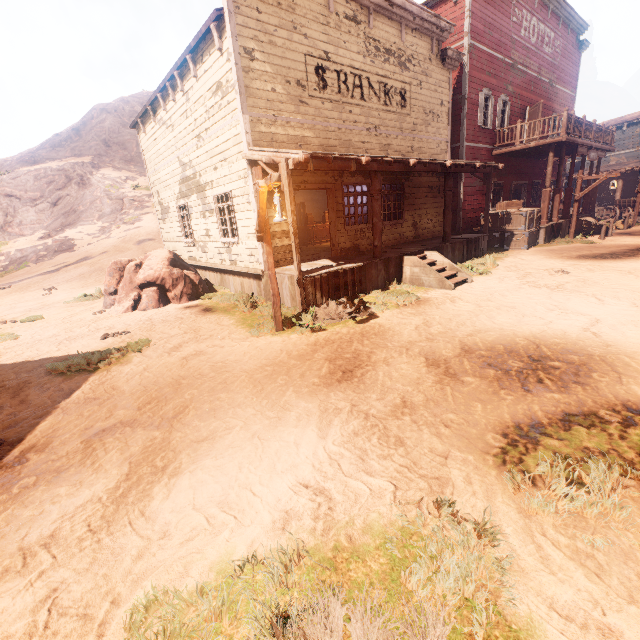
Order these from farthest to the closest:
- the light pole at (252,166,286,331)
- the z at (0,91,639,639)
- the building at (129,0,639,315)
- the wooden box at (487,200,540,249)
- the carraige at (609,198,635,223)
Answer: the carraige at (609,198,635,223)
the wooden box at (487,200,540,249)
the building at (129,0,639,315)
the light pole at (252,166,286,331)
the z at (0,91,639,639)

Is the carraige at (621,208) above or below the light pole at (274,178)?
below

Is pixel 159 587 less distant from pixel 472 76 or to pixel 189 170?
pixel 189 170

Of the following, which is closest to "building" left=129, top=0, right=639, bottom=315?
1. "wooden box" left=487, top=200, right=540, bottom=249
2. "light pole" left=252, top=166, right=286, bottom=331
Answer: "wooden box" left=487, top=200, right=540, bottom=249

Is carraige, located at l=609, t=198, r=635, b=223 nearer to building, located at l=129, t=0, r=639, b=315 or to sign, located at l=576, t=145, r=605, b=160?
building, located at l=129, t=0, r=639, b=315

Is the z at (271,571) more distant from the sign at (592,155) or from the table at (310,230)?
the sign at (592,155)

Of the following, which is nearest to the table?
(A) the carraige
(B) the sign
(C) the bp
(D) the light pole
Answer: (D) the light pole

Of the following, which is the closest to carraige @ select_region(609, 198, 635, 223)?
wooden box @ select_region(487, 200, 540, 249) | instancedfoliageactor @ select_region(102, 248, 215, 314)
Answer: wooden box @ select_region(487, 200, 540, 249)
